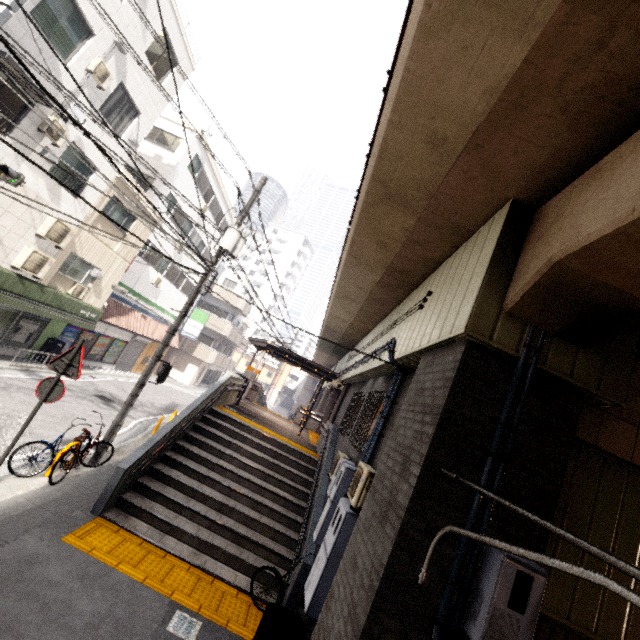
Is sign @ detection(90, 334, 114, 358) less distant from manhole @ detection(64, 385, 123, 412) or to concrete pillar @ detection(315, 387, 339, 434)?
manhole @ detection(64, 385, 123, 412)

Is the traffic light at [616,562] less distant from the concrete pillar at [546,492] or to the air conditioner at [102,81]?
the concrete pillar at [546,492]

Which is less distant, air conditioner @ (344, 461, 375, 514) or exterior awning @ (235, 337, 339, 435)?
air conditioner @ (344, 461, 375, 514)

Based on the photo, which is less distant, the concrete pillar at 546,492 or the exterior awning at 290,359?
the concrete pillar at 546,492

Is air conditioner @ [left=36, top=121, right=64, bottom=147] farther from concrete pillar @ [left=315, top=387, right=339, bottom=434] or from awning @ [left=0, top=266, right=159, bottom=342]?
Answer: concrete pillar @ [left=315, top=387, right=339, bottom=434]

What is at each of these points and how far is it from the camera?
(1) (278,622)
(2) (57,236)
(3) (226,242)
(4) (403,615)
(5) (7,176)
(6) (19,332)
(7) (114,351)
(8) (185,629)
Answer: (1) trash can, 4.16m
(2) air conditioner, 11.91m
(3) utility pole, 9.35m
(4) concrete pillar, 2.86m
(5) traffic light, 7.15m
(6) sign, 13.79m
(7) sign, 20.81m
(8) storm drain, 4.90m

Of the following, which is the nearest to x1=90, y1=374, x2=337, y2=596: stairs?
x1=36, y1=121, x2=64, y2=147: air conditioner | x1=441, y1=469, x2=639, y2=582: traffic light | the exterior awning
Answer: the exterior awning

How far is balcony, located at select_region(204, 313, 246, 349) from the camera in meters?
31.1
